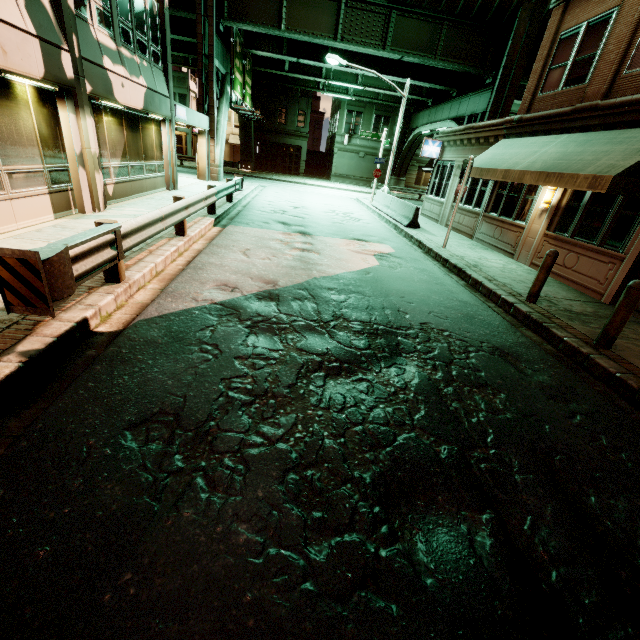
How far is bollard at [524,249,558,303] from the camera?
7.0 meters

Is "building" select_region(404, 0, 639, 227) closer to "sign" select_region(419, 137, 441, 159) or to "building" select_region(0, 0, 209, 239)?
"sign" select_region(419, 137, 441, 159)

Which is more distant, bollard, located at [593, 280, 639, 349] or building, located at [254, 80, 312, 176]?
building, located at [254, 80, 312, 176]

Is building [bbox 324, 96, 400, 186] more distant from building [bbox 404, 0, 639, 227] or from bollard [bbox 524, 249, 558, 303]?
bollard [bbox 524, 249, 558, 303]

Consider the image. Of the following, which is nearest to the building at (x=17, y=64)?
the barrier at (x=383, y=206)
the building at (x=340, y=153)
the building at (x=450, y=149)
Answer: the barrier at (x=383, y=206)

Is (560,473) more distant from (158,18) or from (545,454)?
(158,18)

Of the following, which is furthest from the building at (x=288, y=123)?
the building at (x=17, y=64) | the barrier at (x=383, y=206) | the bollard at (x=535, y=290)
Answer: the bollard at (x=535, y=290)

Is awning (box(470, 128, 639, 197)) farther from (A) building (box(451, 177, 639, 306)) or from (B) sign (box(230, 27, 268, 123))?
(B) sign (box(230, 27, 268, 123))
